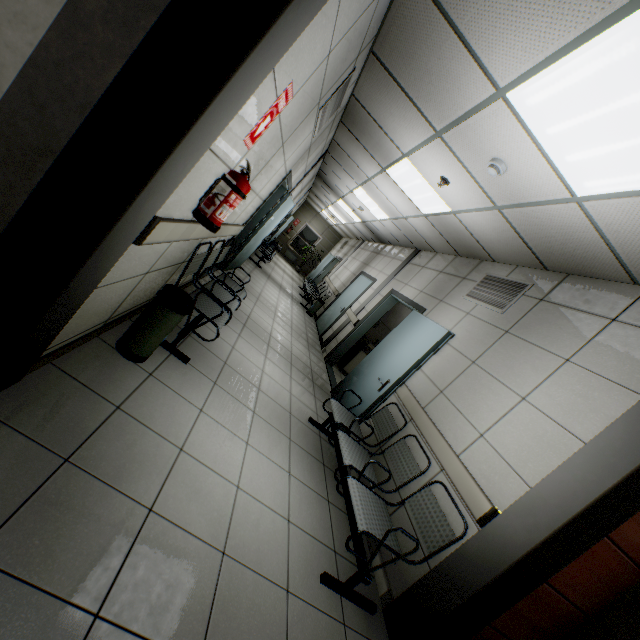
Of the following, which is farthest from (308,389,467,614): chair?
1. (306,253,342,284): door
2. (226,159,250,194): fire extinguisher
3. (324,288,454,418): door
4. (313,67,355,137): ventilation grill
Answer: (306,253,342,284): door

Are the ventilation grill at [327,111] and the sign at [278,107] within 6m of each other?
yes

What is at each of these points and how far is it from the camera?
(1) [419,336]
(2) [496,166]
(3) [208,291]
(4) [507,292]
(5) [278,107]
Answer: (1) door, 4.48m
(2) fire alarm, 2.81m
(3) chair, 3.61m
(4) ventilation grill, 3.97m
(5) sign, 2.03m

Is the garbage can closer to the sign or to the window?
the sign

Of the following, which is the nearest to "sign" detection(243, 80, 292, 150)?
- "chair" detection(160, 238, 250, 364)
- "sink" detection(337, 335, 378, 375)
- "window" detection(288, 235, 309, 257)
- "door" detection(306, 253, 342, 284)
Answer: "chair" detection(160, 238, 250, 364)

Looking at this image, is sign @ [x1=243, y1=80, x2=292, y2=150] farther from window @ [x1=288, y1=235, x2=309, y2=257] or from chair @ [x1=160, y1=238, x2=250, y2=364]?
window @ [x1=288, y1=235, x2=309, y2=257]

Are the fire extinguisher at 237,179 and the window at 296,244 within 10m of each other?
no

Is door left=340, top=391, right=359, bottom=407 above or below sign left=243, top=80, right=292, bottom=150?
below
